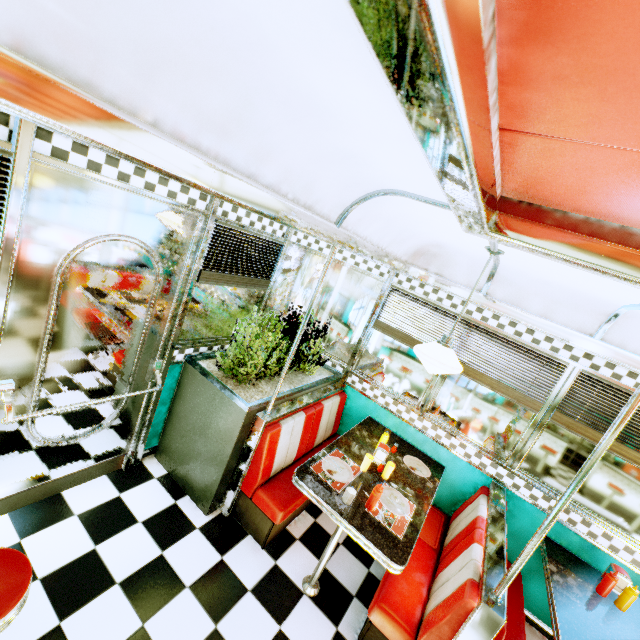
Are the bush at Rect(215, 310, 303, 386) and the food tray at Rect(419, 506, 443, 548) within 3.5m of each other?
yes

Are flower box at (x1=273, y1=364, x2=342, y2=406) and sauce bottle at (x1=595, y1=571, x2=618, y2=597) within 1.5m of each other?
no

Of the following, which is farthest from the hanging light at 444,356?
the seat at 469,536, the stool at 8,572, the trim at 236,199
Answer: the stool at 8,572

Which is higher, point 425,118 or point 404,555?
point 425,118

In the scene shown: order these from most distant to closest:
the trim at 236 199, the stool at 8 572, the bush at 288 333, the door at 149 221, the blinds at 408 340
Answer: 1. the blinds at 408 340
2. the bush at 288 333
3. the door at 149 221
4. the stool at 8 572
5. the trim at 236 199

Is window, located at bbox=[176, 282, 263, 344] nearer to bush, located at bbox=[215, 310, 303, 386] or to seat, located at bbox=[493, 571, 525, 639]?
bush, located at bbox=[215, 310, 303, 386]

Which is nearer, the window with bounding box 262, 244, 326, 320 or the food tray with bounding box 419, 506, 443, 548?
the food tray with bounding box 419, 506, 443, 548

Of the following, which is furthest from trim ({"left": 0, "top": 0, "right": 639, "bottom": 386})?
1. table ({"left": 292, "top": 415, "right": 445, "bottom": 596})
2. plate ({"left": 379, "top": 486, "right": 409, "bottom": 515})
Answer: plate ({"left": 379, "top": 486, "right": 409, "bottom": 515})
